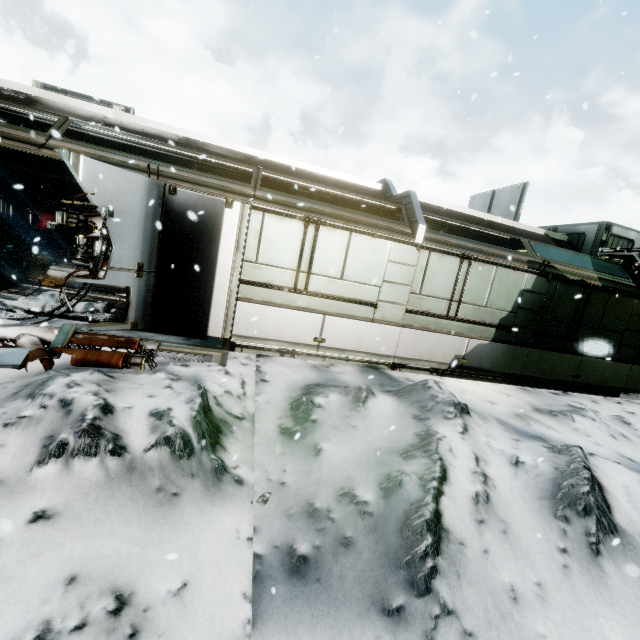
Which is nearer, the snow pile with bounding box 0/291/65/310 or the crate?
the snow pile with bounding box 0/291/65/310

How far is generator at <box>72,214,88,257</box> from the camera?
11.3 meters

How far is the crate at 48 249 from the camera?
13.2 meters

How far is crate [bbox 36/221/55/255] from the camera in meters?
13.2

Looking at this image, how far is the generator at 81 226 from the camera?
11.30m

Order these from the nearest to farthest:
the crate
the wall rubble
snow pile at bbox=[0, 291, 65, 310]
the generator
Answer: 1. the wall rubble
2. snow pile at bbox=[0, 291, 65, 310]
3. the generator
4. the crate

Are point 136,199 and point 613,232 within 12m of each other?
no
